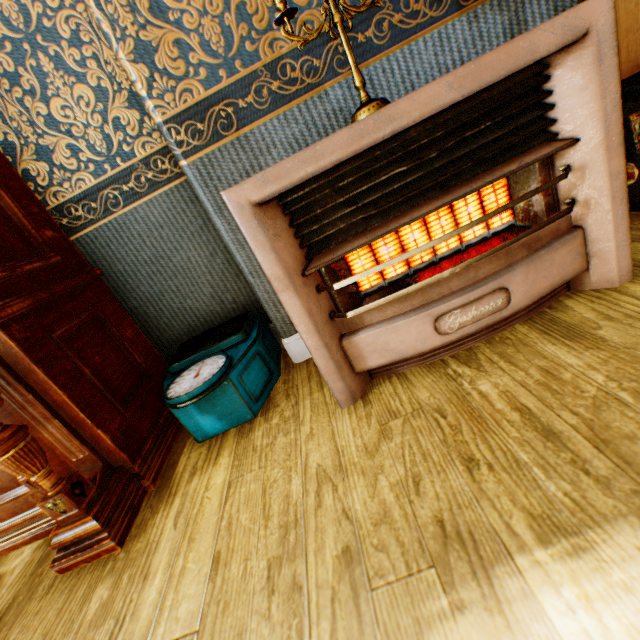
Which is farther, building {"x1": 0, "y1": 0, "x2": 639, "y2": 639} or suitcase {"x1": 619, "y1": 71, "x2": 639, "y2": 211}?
suitcase {"x1": 619, "y1": 71, "x2": 639, "y2": 211}

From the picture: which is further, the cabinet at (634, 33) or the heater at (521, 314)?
the cabinet at (634, 33)

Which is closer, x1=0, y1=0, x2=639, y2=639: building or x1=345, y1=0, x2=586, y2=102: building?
x1=0, y1=0, x2=639, y2=639: building

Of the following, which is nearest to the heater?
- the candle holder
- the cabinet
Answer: the candle holder

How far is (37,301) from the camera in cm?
128

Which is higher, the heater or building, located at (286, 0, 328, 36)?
building, located at (286, 0, 328, 36)

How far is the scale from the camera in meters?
1.4 m

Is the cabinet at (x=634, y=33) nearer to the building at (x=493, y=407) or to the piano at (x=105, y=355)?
the building at (x=493, y=407)
